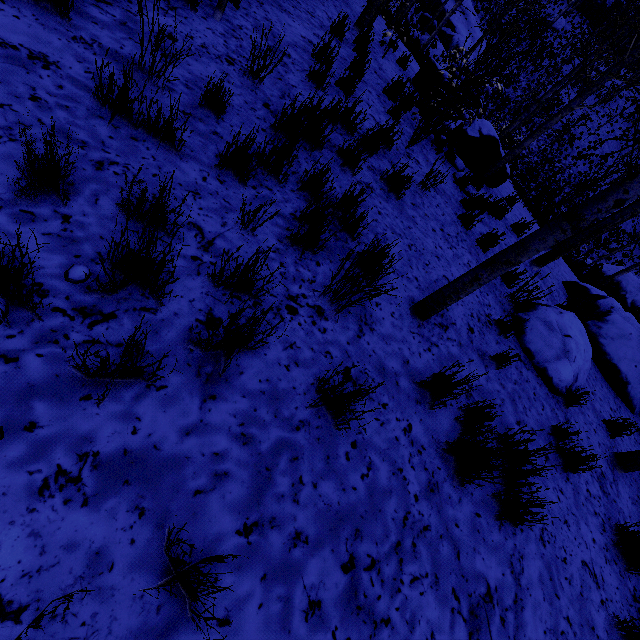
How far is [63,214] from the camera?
1.7m

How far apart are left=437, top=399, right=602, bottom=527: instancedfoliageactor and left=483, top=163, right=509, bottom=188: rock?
6.5 meters

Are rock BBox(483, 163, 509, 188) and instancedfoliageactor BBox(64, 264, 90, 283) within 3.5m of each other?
no

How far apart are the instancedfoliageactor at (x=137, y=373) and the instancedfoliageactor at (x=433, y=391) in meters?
1.4 m

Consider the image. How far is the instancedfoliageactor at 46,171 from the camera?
1.5m

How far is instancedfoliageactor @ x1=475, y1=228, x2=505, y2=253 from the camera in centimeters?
514cm

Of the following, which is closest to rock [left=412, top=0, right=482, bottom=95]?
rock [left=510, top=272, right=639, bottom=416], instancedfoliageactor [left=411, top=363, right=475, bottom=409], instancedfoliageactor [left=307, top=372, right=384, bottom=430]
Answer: rock [left=510, top=272, right=639, bottom=416]

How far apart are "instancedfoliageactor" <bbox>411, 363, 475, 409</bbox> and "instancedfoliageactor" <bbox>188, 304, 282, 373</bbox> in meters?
1.4
